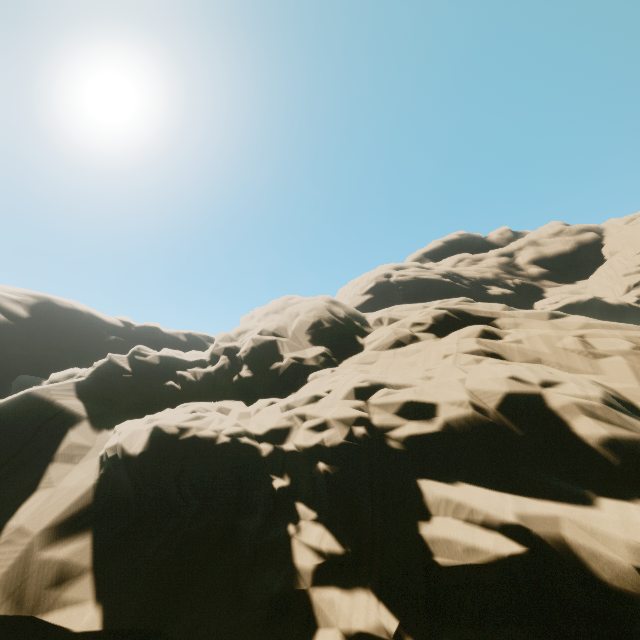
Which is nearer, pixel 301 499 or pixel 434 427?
pixel 434 427
